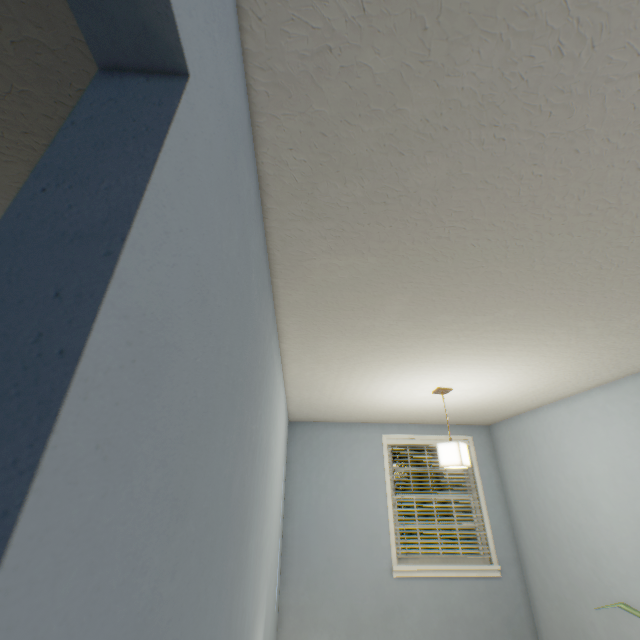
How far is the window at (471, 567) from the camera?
3.8m

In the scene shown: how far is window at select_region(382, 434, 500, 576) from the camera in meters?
3.8 m

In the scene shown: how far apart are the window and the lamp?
1.57m

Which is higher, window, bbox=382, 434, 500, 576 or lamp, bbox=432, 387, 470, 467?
lamp, bbox=432, 387, 470, 467

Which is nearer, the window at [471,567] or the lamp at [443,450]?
the lamp at [443,450]

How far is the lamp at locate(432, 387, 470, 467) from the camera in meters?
2.7

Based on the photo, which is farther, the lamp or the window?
the window

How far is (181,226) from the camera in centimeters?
42cm
